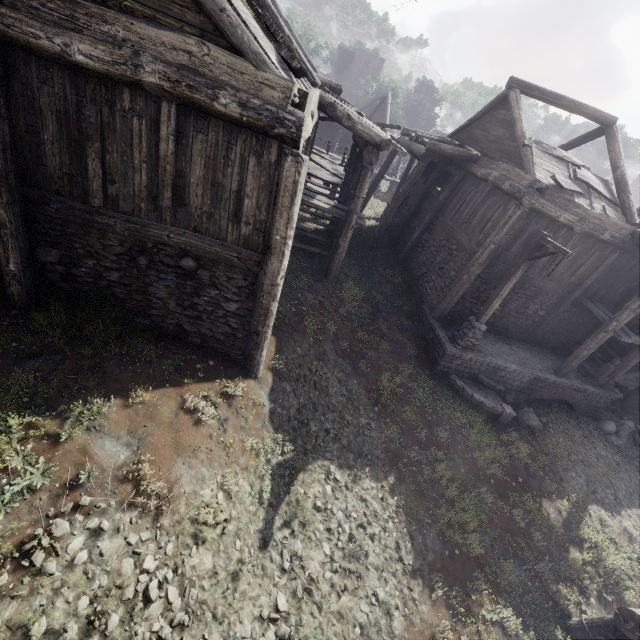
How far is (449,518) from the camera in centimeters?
877cm

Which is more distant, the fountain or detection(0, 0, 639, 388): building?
the fountain

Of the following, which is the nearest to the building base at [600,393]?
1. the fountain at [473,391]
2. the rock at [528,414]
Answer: the fountain at [473,391]

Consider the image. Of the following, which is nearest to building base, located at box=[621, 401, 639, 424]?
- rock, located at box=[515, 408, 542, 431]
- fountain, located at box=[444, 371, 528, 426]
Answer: fountain, located at box=[444, 371, 528, 426]

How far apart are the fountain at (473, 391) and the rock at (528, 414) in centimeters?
32cm

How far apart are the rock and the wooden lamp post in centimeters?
295cm

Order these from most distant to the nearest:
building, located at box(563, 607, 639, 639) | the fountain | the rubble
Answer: the rubble < the fountain < building, located at box(563, 607, 639, 639)

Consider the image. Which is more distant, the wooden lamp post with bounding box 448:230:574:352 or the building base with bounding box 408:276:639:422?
the building base with bounding box 408:276:639:422
